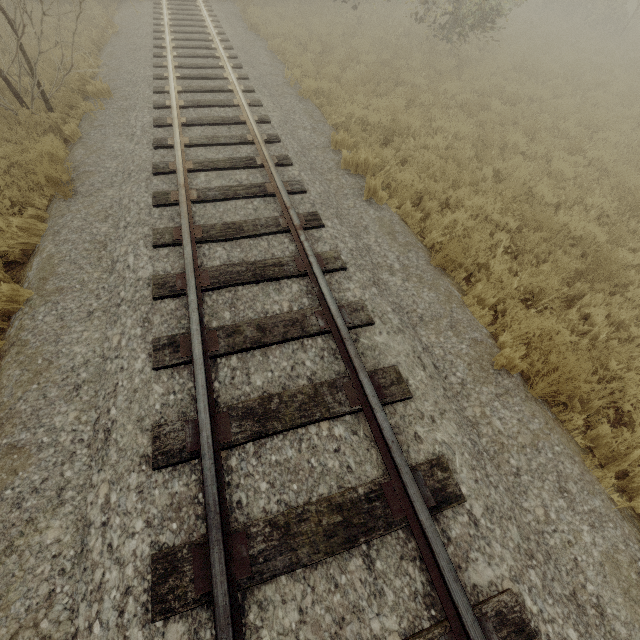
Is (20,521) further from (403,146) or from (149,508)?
(403,146)
